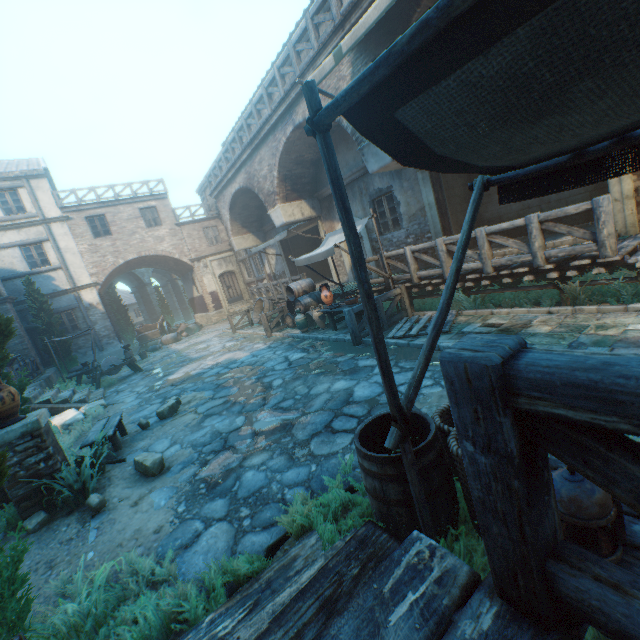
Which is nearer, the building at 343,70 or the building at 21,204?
the building at 343,70

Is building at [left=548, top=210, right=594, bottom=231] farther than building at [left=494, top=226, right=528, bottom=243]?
No

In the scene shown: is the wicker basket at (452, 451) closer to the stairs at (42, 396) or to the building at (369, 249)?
the building at (369, 249)

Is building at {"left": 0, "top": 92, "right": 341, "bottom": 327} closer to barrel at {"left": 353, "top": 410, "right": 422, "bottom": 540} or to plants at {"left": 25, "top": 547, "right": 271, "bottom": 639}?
plants at {"left": 25, "top": 547, "right": 271, "bottom": 639}

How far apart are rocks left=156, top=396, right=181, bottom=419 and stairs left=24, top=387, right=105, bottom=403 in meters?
4.6 m

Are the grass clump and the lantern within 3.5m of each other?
no

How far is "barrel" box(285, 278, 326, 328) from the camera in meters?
11.6

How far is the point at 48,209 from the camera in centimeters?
1828cm
